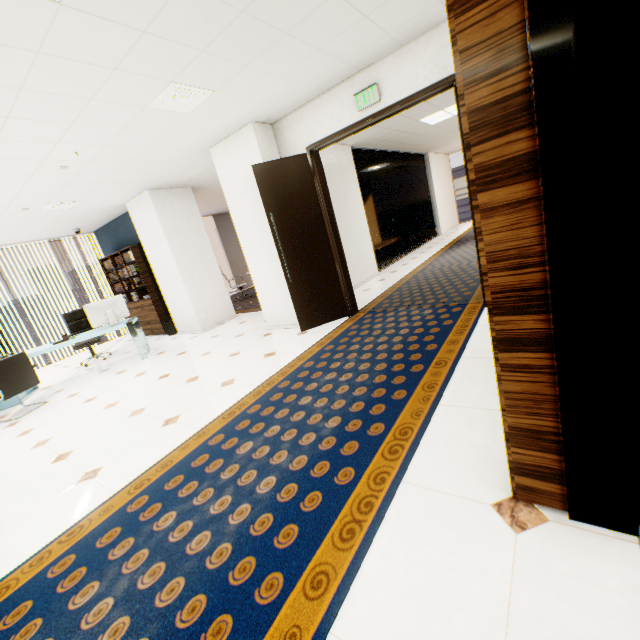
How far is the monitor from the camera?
5.72m

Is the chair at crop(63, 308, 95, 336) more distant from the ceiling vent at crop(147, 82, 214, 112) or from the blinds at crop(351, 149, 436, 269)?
the blinds at crop(351, 149, 436, 269)

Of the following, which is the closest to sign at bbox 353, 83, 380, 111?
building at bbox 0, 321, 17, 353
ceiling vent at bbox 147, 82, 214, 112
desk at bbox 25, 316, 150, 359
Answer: ceiling vent at bbox 147, 82, 214, 112

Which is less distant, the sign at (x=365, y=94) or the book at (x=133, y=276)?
the sign at (x=365, y=94)

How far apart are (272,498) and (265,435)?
0.67m

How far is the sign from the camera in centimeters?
370cm

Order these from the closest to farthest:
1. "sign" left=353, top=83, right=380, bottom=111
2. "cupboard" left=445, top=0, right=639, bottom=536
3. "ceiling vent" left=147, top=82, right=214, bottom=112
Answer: "cupboard" left=445, top=0, right=639, bottom=536 < "ceiling vent" left=147, top=82, right=214, bottom=112 < "sign" left=353, top=83, right=380, bottom=111

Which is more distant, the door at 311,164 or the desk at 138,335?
the desk at 138,335
